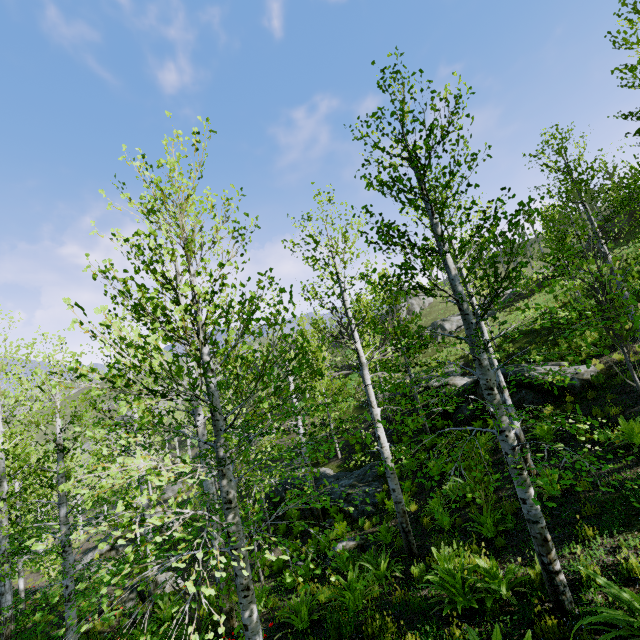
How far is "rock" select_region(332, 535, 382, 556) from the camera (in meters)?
9.58

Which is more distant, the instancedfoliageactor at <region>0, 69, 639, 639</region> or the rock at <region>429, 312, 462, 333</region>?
the rock at <region>429, 312, 462, 333</region>

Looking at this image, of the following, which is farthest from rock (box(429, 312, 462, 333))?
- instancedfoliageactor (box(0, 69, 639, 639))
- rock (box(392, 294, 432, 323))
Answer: instancedfoliageactor (box(0, 69, 639, 639))

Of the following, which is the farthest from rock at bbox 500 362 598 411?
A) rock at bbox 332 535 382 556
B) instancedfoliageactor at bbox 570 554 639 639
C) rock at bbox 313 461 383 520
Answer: instancedfoliageactor at bbox 570 554 639 639

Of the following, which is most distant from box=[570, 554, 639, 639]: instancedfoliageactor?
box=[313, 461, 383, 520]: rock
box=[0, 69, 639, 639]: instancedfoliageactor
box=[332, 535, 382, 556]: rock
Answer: box=[0, 69, 639, 639]: instancedfoliageactor

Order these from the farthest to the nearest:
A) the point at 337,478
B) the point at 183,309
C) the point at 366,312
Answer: the point at 337,478 → the point at 366,312 → the point at 183,309

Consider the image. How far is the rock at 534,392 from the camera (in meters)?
11.94

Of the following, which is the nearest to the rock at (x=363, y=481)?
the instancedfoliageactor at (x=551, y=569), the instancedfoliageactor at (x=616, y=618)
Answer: the instancedfoliageactor at (x=616, y=618)
